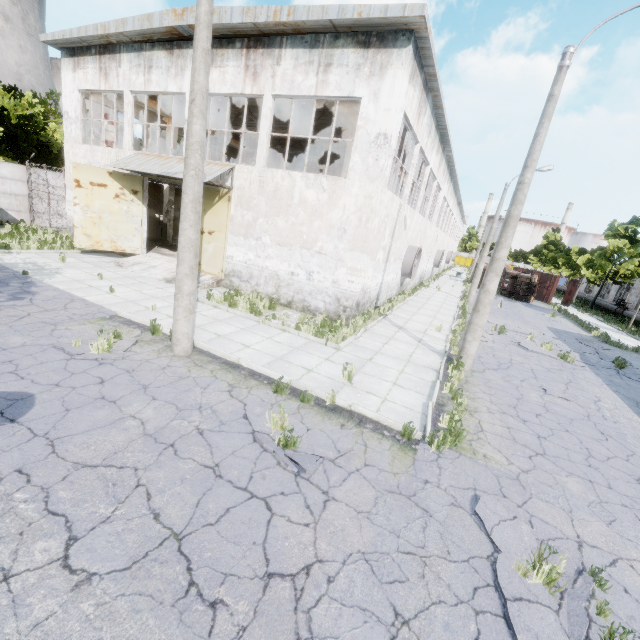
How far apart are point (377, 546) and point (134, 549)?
2.8 meters

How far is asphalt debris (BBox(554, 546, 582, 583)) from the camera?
4.0 meters

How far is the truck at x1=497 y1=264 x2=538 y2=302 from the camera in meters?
31.7 m

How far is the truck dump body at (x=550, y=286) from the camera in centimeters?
3512cm

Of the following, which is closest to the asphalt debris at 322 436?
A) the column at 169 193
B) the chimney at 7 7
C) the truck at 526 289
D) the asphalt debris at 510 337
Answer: the asphalt debris at 510 337

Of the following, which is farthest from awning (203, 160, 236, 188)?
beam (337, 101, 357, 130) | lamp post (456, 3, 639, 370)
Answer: lamp post (456, 3, 639, 370)

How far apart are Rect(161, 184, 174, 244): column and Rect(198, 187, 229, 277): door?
7.4 meters

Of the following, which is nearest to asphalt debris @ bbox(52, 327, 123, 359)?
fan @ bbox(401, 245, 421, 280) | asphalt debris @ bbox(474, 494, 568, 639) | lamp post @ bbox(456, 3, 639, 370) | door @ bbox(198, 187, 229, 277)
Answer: door @ bbox(198, 187, 229, 277)
